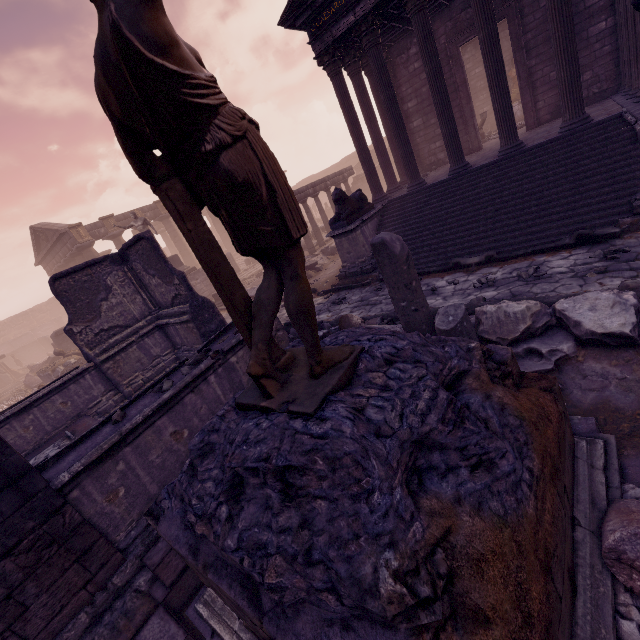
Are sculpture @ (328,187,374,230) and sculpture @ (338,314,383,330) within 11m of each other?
yes

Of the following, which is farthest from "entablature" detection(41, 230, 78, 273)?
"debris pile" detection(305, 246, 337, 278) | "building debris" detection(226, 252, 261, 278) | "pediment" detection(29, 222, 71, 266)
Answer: "debris pile" detection(305, 246, 337, 278)

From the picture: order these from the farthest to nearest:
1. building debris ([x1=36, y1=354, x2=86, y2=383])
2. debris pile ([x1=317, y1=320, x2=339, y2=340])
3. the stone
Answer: building debris ([x1=36, y1=354, x2=86, y2=383])
debris pile ([x1=317, y1=320, x2=339, y2=340])
the stone

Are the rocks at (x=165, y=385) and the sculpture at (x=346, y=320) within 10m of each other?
yes

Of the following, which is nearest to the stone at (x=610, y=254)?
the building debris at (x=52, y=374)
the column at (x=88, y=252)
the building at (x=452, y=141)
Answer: the building at (x=452, y=141)

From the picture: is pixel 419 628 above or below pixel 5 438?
above

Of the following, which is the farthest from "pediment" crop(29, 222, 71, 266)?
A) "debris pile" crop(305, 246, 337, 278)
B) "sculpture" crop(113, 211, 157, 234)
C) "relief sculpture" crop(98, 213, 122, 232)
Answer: "debris pile" crop(305, 246, 337, 278)

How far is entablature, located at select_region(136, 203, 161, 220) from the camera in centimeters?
2550cm
